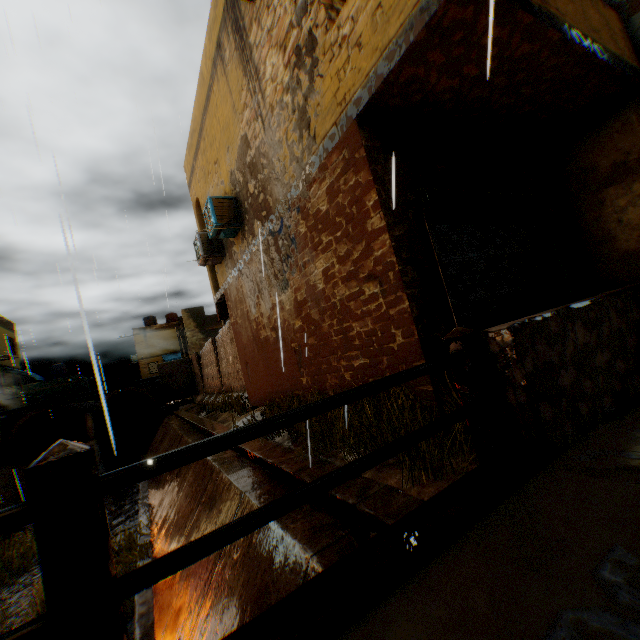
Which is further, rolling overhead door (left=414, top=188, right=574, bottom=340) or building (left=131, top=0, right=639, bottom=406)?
rolling overhead door (left=414, top=188, right=574, bottom=340)

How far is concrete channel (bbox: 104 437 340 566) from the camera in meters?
4.6

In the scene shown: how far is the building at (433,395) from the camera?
3.8m

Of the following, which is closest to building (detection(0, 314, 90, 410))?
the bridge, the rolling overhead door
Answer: the rolling overhead door

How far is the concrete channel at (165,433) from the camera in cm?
1040

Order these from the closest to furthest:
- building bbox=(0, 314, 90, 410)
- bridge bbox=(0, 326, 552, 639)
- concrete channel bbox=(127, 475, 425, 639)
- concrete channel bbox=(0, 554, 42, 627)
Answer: bridge bbox=(0, 326, 552, 639) → concrete channel bbox=(127, 475, 425, 639) → concrete channel bbox=(0, 554, 42, 627) → building bbox=(0, 314, 90, 410)

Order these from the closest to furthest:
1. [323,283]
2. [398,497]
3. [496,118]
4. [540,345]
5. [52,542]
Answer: [52,542]
[540,345]
[398,497]
[496,118]
[323,283]
